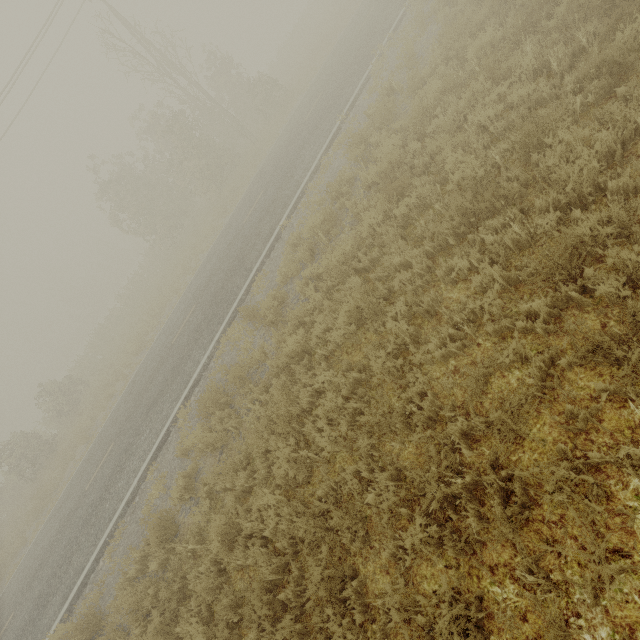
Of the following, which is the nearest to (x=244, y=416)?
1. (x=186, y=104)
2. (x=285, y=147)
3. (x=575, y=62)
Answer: (x=575, y=62)
